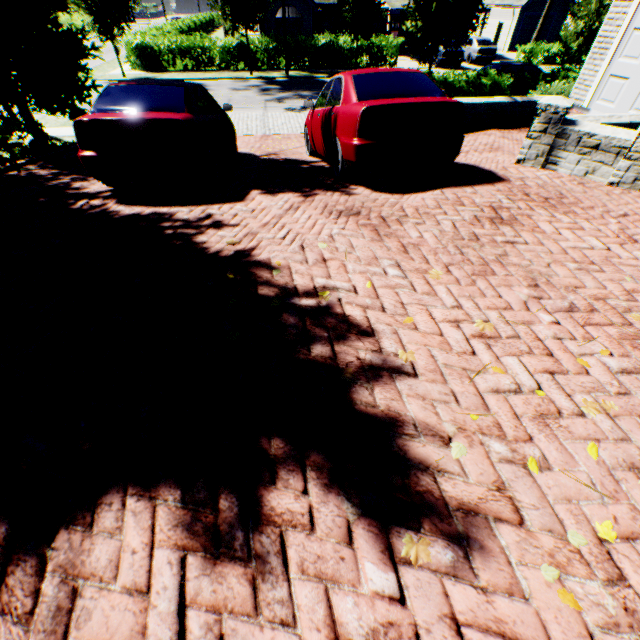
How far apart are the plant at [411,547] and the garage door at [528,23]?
47.04m

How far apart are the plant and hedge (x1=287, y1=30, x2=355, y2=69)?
29.2 meters

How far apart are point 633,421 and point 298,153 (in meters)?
8.76

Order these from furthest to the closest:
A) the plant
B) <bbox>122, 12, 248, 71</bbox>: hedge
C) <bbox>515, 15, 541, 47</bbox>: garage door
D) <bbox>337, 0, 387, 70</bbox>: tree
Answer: <bbox>515, 15, 541, 47</bbox>: garage door, <bbox>122, 12, 248, 71</bbox>: hedge, <bbox>337, 0, 387, 70</bbox>: tree, the plant

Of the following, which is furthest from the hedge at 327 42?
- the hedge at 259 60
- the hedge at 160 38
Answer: the hedge at 160 38

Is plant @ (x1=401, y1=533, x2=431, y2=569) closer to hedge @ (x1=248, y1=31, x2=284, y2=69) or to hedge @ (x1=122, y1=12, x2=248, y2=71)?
hedge @ (x1=248, y1=31, x2=284, y2=69)

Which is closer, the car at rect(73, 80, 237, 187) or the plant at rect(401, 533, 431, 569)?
the plant at rect(401, 533, 431, 569)

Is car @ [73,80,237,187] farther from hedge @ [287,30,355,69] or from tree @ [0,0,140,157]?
hedge @ [287,30,355,69]
